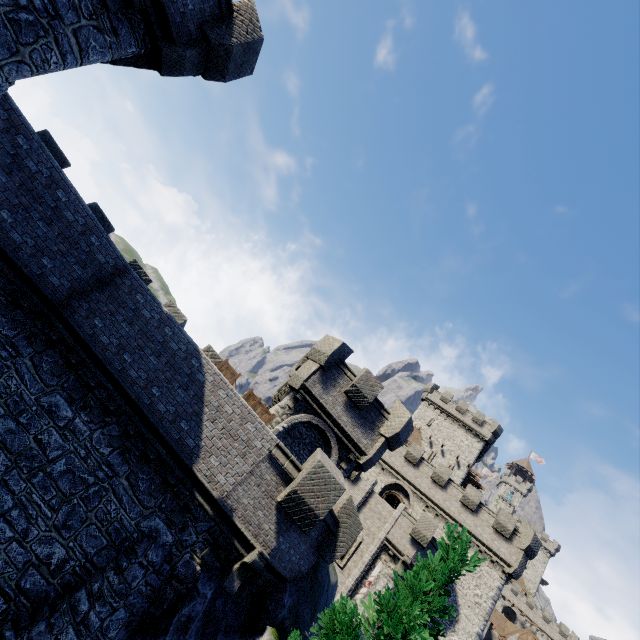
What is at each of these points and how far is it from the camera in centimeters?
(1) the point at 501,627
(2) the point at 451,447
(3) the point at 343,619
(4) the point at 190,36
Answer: (1) building, 5453cm
(2) building, 4497cm
(3) tree, 643cm
(4) building, 888cm

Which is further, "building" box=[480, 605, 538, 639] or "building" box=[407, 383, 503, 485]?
"building" box=[480, 605, 538, 639]

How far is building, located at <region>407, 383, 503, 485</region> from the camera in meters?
43.8

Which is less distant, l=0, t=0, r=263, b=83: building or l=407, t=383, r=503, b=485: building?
l=0, t=0, r=263, b=83: building

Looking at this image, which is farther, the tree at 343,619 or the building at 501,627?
the building at 501,627

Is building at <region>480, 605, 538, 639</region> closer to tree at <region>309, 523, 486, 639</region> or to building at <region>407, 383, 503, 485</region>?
building at <region>407, 383, 503, 485</region>

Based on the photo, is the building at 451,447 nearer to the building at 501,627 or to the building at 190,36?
the building at 501,627
